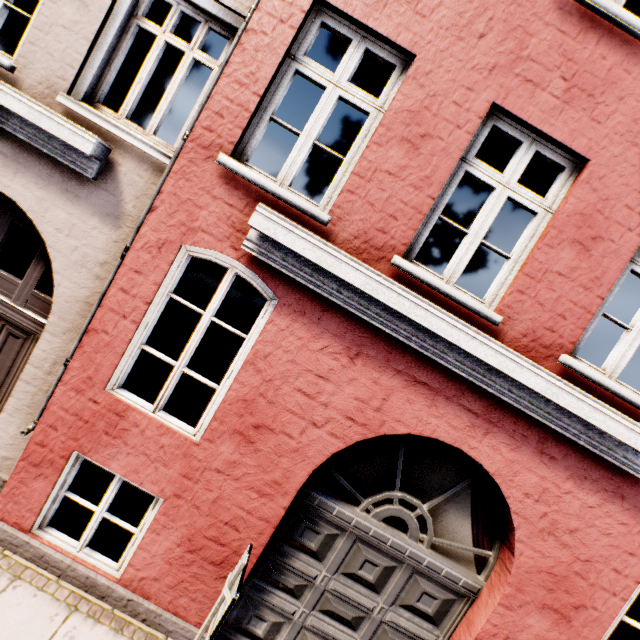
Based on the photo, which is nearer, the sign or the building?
the sign

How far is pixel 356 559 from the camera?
3.74m

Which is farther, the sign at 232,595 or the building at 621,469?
the building at 621,469
